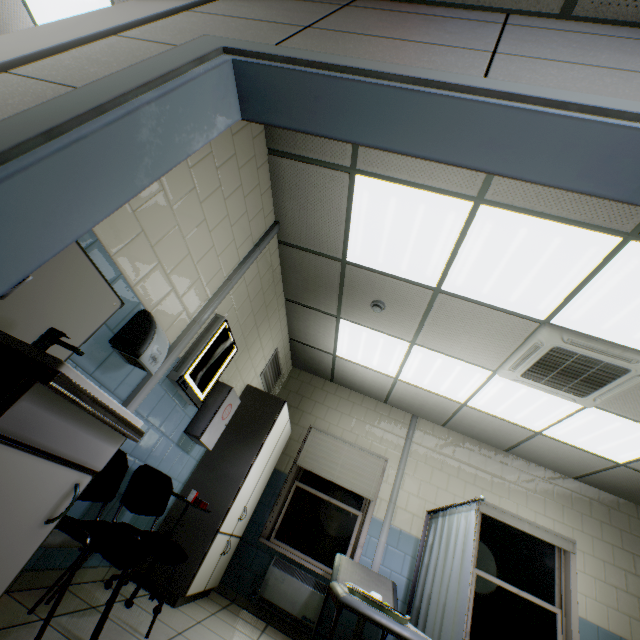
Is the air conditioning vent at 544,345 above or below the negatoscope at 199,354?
above

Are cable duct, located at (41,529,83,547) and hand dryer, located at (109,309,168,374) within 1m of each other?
yes

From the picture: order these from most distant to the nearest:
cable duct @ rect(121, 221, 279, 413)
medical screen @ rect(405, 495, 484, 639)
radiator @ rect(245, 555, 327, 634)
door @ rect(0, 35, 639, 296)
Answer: radiator @ rect(245, 555, 327, 634) → medical screen @ rect(405, 495, 484, 639) → cable duct @ rect(121, 221, 279, 413) → door @ rect(0, 35, 639, 296)

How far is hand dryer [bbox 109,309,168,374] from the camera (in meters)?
1.89

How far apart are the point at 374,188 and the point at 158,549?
3.0m

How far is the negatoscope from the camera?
2.6m

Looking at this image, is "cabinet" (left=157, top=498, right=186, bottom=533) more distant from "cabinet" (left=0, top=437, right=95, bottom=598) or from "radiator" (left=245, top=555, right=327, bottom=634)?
"cabinet" (left=0, top=437, right=95, bottom=598)

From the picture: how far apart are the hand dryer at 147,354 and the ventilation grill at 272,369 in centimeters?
242cm
